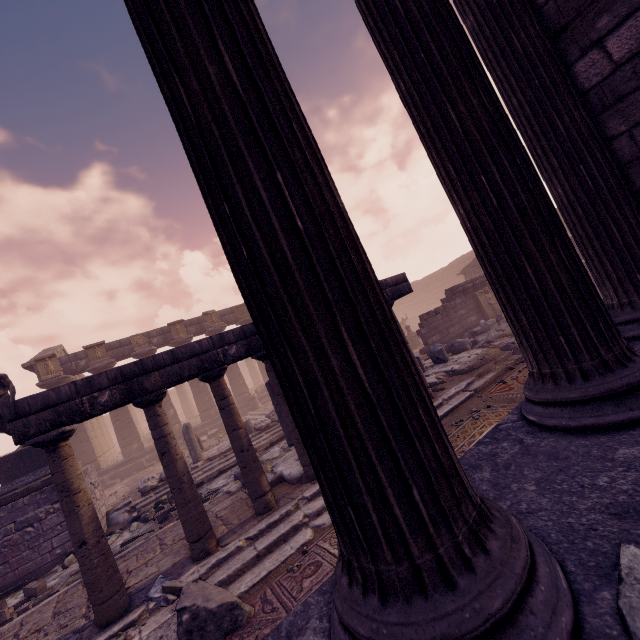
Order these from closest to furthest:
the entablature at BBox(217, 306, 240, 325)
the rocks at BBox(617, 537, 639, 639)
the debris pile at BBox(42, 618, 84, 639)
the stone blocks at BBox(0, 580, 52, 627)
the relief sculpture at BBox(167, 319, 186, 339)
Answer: the rocks at BBox(617, 537, 639, 639) < the debris pile at BBox(42, 618, 84, 639) < the stone blocks at BBox(0, 580, 52, 627) < the relief sculpture at BBox(167, 319, 186, 339) < the entablature at BBox(217, 306, 240, 325)

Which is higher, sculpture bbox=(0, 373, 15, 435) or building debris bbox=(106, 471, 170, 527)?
sculpture bbox=(0, 373, 15, 435)

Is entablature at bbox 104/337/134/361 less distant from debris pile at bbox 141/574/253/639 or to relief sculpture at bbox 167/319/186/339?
relief sculpture at bbox 167/319/186/339

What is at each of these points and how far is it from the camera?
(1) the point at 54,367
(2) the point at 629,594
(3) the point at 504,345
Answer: (1) relief sculpture, 17.0 meters
(2) rocks, 0.8 meters
(3) debris pile, 9.4 meters

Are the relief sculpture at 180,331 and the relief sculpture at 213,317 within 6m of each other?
yes

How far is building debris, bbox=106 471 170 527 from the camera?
9.9 meters

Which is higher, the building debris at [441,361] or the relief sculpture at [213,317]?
the relief sculpture at [213,317]

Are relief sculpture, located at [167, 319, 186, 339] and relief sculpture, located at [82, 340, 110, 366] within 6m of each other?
yes
